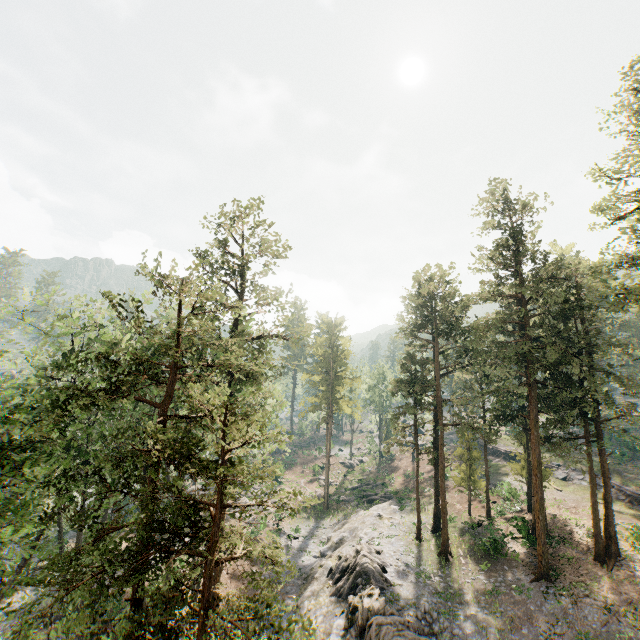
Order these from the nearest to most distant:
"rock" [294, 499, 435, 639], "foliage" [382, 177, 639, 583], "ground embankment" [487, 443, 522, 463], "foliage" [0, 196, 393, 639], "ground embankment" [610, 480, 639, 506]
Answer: "foliage" [0, 196, 393, 639] → "rock" [294, 499, 435, 639] → "foliage" [382, 177, 639, 583] → "ground embankment" [610, 480, 639, 506] → "ground embankment" [487, 443, 522, 463]

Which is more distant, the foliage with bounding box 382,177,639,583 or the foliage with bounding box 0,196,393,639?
the foliage with bounding box 382,177,639,583

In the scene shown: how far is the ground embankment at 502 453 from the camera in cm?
4831

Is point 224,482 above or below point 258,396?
below

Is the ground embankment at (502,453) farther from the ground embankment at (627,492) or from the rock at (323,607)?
the rock at (323,607)

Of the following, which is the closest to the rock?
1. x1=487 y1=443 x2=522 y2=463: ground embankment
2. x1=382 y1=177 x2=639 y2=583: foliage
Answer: x1=382 y1=177 x2=639 y2=583: foliage

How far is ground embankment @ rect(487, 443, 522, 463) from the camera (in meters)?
48.31
